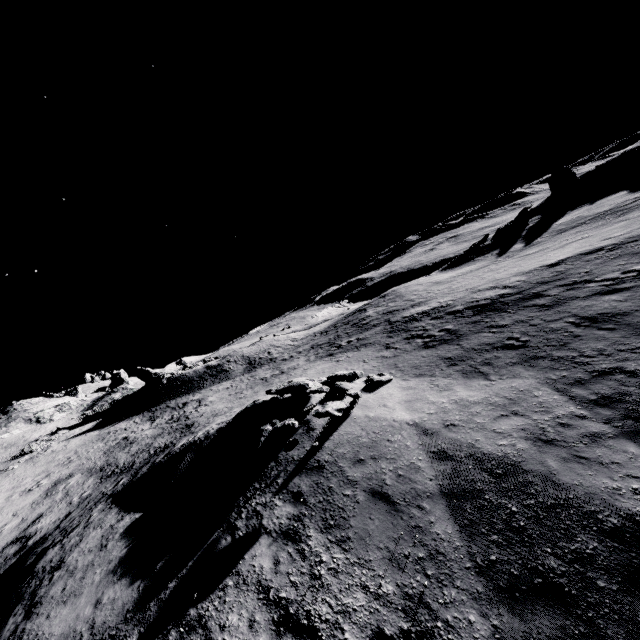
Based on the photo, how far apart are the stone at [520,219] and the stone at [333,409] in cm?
4051

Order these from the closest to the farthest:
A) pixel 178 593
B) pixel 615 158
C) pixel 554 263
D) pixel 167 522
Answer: pixel 178 593, pixel 167 522, pixel 554 263, pixel 615 158

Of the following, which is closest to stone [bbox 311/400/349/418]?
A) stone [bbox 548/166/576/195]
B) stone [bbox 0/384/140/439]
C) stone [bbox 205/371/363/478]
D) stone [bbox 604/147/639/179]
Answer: stone [bbox 205/371/363/478]

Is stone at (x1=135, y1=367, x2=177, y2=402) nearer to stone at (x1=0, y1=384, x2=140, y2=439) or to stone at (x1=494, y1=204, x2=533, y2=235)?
stone at (x1=0, y1=384, x2=140, y2=439)

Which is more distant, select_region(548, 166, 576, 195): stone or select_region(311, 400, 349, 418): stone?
select_region(548, 166, 576, 195): stone

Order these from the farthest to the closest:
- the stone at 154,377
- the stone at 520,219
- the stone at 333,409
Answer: the stone at 154,377, the stone at 520,219, the stone at 333,409

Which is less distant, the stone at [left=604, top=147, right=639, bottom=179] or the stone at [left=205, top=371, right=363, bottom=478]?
the stone at [left=205, top=371, right=363, bottom=478]

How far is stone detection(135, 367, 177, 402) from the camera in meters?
41.7 m
